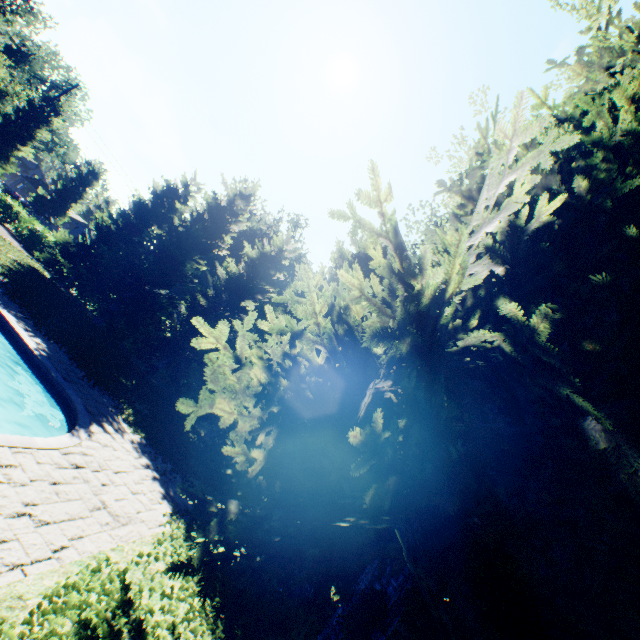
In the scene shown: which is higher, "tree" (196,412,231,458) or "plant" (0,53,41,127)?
"plant" (0,53,41,127)

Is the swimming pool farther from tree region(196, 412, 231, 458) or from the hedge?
the hedge

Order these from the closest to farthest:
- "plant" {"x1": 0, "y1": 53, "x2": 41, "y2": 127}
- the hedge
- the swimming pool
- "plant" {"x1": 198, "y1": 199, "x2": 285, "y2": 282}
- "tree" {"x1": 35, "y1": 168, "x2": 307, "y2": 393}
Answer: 1. the swimming pool
2. "tree" {"x1": 35, "y1": 168, "x2": 307, "y2": 393}
3. the hedge
4. "plant" {"x1": 198, "y1": 199, "x2": 285, "y2": 282}
5. "plant" {"x1": 0, "y1": 53, "x2": 41, "y2": 127}

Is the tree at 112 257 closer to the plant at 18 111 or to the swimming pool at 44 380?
the plant at 18 111

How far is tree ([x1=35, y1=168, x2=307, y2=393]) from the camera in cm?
1783

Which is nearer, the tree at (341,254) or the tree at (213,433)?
the tree at (213,433)

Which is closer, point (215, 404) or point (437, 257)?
point (215, 404)
